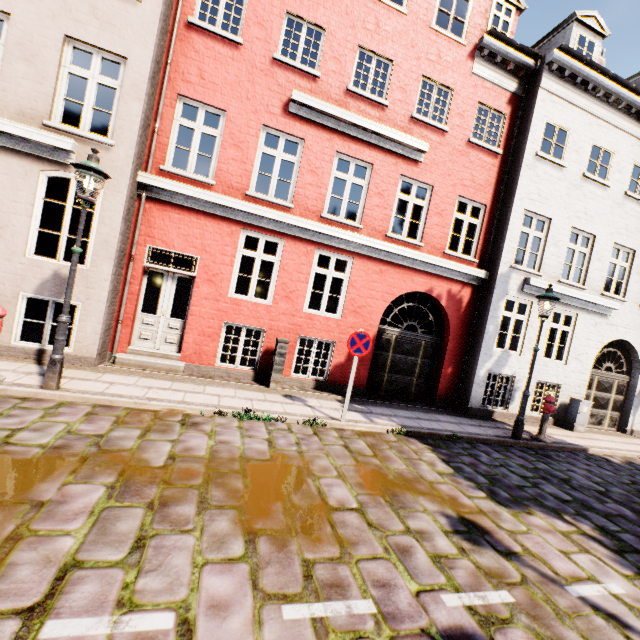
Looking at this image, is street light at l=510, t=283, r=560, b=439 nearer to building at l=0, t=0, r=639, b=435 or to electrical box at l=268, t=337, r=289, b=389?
electrical box at l=268, t=337, r=289, b=389

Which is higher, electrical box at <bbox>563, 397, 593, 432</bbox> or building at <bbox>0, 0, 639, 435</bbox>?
building at <bbox>0, 0, 639, 435</bbox>

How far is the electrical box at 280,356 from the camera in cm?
800

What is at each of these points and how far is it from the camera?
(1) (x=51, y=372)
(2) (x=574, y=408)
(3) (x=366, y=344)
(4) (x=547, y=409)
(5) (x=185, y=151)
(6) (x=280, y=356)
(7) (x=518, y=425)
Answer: (1) street light, 5.2 meters
(2) electrical box, 10.5 meters
(3) sign, 6.6 meters
(4) hydrant, 8.4 meters
(5) building, 11.5 meters
(6) electrical box, 8.0 meters
(7) street light, 8.0 meters

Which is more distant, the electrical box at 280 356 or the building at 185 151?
the electrical box at 280 356

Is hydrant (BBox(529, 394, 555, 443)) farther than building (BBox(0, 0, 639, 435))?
Yes

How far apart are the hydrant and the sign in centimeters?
547cm

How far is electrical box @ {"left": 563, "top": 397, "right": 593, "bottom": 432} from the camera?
10.4 meters
